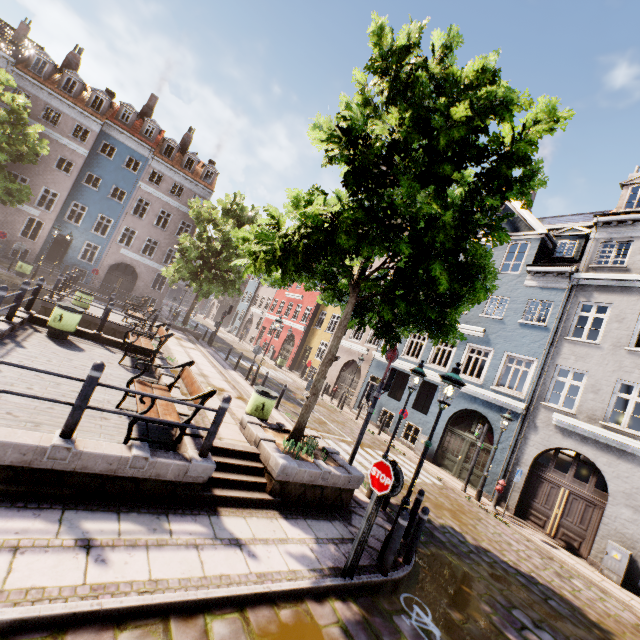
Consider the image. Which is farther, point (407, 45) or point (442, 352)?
point (442, 352)

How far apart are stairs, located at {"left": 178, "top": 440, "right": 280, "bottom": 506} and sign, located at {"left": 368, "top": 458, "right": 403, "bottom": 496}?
2.1 meters

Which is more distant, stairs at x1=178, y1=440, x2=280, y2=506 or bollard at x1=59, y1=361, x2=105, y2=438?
stairs at x1=178, y1=440, x2=280, y2=506

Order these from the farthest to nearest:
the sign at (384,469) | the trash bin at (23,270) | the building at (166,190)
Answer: the building at (166,190), the trash bin at (23,270), the sign at (384,469)

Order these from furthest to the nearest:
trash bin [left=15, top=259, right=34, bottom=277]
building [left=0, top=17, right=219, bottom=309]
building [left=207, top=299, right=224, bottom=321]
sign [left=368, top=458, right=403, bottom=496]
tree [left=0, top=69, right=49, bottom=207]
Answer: building [left=207, top=299, right=224, bottom=321]
building [left=0, top=17, right=219, bottom=309]
trash bin [left=15, top=259, right=34, bottom=277]
tree [left=0, top=69, right=49, bottom=207]
sign [left=368, top=458, right=403, bottom=496]

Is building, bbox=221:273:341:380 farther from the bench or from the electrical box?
the bench

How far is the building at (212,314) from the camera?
55.8 meters

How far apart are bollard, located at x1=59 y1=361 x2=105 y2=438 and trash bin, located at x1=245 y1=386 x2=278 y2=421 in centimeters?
454cm
